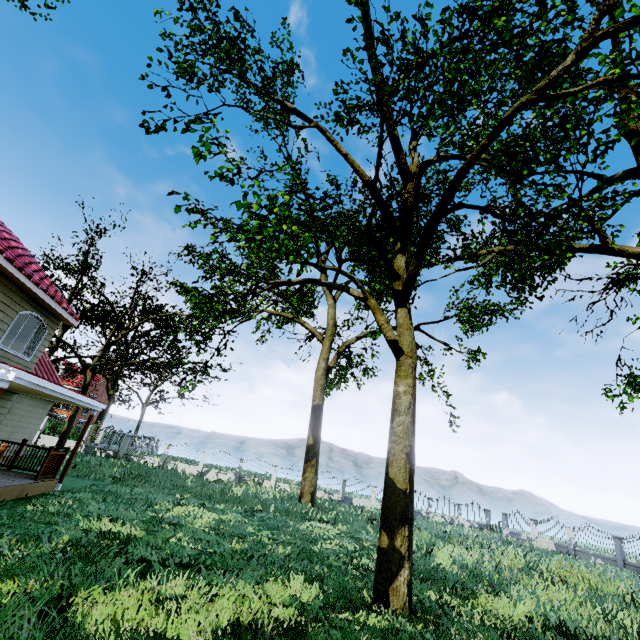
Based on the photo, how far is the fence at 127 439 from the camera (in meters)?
26.23

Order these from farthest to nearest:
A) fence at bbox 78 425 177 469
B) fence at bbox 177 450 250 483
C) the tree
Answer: fence at bbox 177 450 250 483 < fence at bbox 78 425 177 469 < the tree

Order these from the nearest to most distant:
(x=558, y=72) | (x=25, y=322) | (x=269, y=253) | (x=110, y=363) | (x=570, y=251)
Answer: (x=558, y=72)
(x=25, y=322)
(x=570, y=251)
(x=110, y=363)
(x=269, y=253)

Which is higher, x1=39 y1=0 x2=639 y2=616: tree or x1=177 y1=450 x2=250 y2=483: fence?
x1=39 y1=0 x2=639 y2=616: tree

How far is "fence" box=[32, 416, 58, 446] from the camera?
25.5m

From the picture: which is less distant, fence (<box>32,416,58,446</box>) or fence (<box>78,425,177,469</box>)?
fence (<box>32,416,58,446</box>)

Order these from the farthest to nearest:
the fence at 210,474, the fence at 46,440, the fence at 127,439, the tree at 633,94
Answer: the fence at 210,474 < the fence at 127,439 < the fence at 46,440 < the tree at 633,94
